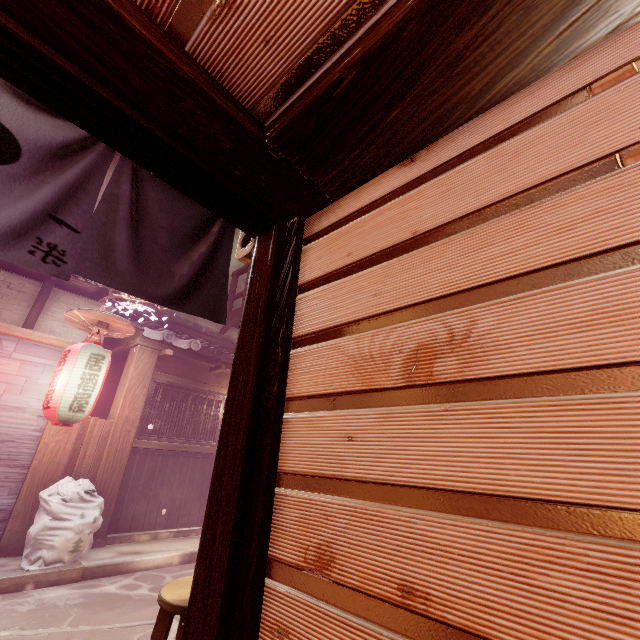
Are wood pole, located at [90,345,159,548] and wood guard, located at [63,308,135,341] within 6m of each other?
yes

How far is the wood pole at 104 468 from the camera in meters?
9.4 m

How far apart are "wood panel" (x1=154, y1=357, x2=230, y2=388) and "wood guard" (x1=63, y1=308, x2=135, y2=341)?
1.9m

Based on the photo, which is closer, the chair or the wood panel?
the chair

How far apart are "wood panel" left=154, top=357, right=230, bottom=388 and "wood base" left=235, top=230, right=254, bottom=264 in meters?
8.8 m

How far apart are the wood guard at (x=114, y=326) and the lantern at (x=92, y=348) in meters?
0.0 m

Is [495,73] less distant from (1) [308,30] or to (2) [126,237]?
(1) [308,30]

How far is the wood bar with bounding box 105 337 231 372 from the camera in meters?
11.2
